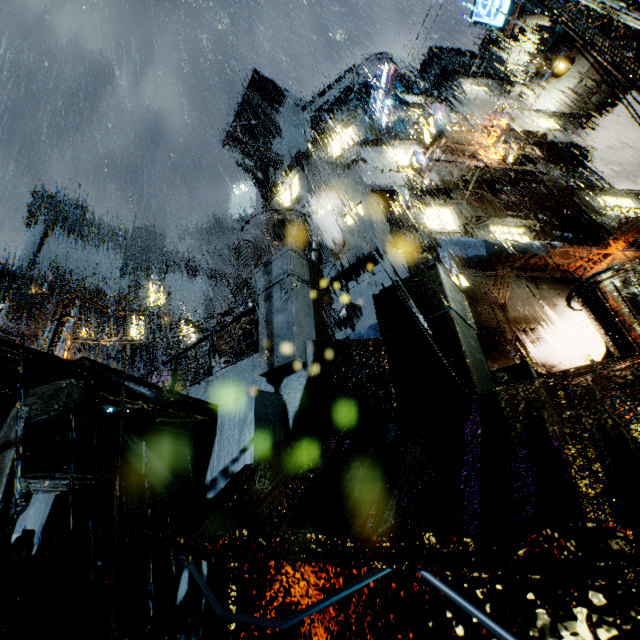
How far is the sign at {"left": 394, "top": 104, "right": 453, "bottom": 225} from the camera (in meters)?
12.43

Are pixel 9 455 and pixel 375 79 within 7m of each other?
no

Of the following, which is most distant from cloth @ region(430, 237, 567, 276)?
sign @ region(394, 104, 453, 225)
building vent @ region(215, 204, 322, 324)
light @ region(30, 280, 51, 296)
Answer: light @ region(30, 280, 51, 296)

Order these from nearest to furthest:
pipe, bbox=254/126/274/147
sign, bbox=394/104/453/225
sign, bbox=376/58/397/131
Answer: sign, bbox=394/104/453/225 → sign, bbox=376/58/397/131 → pipe, bbox=254/126/274/147

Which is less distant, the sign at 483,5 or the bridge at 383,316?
the bridge at 383,316

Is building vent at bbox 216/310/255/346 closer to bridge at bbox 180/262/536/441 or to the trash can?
bridge at bbox 180/262/536/441

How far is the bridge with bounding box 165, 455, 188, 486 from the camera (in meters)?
5.50

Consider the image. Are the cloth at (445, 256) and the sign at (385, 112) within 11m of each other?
no
